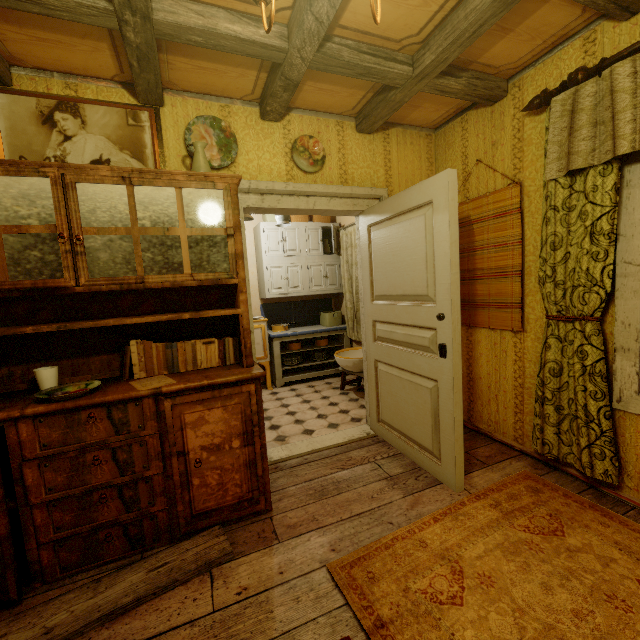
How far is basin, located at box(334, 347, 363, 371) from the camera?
4.0m

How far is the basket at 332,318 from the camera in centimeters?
518cm

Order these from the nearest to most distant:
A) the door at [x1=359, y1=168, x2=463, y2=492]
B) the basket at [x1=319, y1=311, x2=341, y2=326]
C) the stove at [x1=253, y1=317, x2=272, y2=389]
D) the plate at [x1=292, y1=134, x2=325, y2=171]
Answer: the door at [x1=359, y1=168, x2=463, y2=492], the plate at [x1=292, y1=134, x2=325, y2=171], the stove at [x1=253, y1=317, x2=272, y2=389], the basket at [x1=319, y1=311, x2=341, y2=326]

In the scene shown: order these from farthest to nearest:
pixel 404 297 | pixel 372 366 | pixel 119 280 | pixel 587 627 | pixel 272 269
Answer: pixel 272 269 < pixel 372 366 < pixel 404 297 < pixel 119 280 < pixel 587 627

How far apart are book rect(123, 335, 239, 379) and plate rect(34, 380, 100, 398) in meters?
0.2 m

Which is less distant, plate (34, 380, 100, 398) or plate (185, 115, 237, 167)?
plate (34, 380, 100, 398)

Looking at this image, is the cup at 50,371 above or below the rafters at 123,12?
below

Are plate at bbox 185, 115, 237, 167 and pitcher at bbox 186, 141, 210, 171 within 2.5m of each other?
yes
